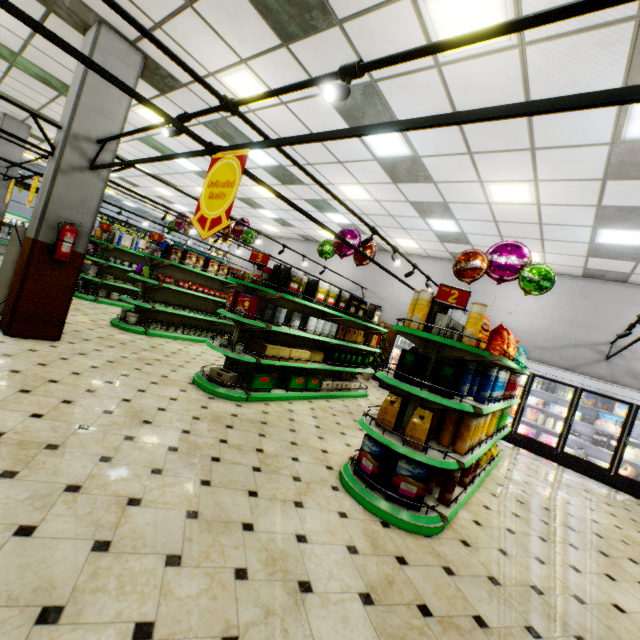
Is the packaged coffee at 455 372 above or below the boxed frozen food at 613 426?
above

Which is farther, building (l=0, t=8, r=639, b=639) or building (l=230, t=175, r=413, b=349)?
building (l=230, t=175, r=413, b=349)

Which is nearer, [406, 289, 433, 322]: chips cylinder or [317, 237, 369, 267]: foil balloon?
[406, 289, 433, 322]: chips cylinder

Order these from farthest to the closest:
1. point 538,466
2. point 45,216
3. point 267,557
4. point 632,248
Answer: point 538,466
point 632,248
point 45,216
point 267,557

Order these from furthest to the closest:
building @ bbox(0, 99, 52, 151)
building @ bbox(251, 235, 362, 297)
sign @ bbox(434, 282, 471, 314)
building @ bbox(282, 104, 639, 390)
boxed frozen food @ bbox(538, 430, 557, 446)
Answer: building @ bbox(251, 235, 362, 297) < building @ bbox(0, 99, 52, 151) < boxed frozen food @ bbox(538, 430, 557, 446) < building @ bbox(282, 104, 639, 390) < sign @ bbox(434, 282, 471, 314)

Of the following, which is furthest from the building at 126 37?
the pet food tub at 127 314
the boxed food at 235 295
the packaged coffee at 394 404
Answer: the boxed food at 235 295

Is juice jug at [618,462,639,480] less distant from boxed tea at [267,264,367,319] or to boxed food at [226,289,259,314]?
boxed tea at [267,264,367,319]

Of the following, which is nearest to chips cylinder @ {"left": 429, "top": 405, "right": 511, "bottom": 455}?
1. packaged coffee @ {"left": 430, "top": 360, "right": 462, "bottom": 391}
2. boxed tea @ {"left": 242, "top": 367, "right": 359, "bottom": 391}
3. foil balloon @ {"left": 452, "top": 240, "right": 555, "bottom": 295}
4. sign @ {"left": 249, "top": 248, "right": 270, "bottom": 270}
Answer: packaged coffee @ {"left": 430, "top": 360, "right": 462, "bottom": 391}
